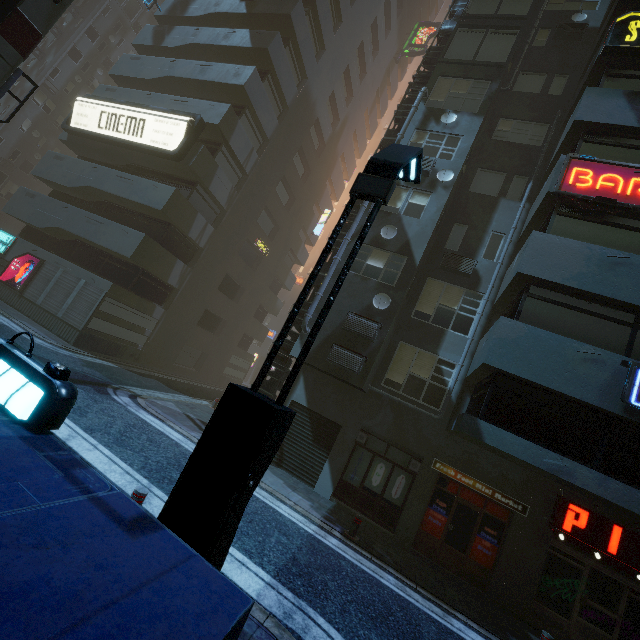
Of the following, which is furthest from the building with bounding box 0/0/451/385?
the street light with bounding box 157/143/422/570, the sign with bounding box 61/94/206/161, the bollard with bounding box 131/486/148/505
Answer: the bollard with bounding box 131/486/148/505

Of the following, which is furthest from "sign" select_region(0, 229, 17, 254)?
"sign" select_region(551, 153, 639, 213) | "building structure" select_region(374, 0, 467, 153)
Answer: "sign" select_region(551, 153, 639, 213)

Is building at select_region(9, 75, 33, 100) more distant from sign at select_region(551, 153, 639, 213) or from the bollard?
the bollard

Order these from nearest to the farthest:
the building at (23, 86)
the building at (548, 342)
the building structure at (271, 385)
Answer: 1. the building at (548, 342)
2. the building structure at (271, 385)
3. the building at (23, 86)

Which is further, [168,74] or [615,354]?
[168,74]

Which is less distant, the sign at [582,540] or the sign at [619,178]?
the sign at [582,540]

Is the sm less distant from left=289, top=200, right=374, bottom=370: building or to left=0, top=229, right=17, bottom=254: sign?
left=289, top=200, right=374, bottom=370: building

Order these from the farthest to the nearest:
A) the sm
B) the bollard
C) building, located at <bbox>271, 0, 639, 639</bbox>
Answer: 1. the sm
2. building, located at <bbox>271, 0, 639, 639</bbox>
3. the bollard
